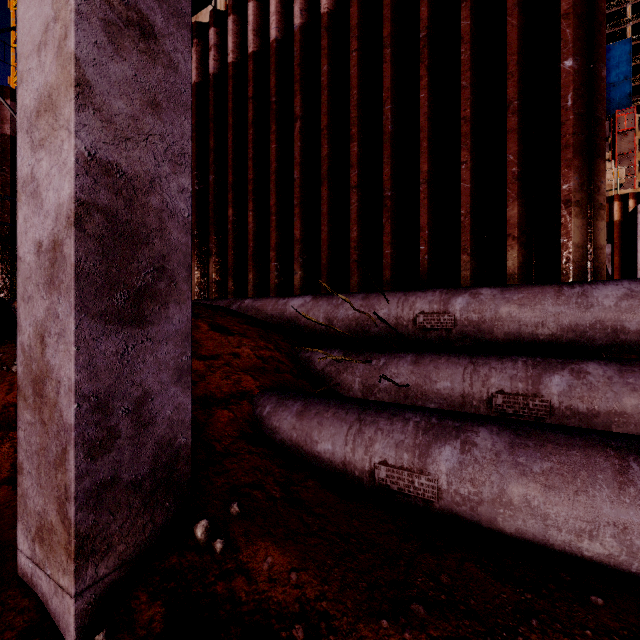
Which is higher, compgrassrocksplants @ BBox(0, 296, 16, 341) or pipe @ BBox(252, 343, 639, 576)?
compgrassrocksplants @ BBox(0, 296, 16, 341)

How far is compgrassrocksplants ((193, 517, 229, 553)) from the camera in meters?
1.7 m

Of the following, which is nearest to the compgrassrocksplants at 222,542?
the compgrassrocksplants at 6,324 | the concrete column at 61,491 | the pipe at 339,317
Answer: the concrete column at 61,491

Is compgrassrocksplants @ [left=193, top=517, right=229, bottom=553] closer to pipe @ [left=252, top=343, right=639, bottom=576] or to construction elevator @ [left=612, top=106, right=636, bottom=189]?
pipe @ [left=252, top=343, right=639, bottom=576]

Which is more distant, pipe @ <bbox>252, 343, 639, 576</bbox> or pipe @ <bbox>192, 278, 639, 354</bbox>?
pipe @ <bbox>192, 278, 639, 354</bbox>

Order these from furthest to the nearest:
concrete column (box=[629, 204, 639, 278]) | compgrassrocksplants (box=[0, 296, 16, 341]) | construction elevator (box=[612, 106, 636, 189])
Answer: construction elevator (box=[612, 106, 636, 189]) → concrete column (box=[629, 204, 639, 278]) → compgrassrocksplants (box=[0, 296, 16, 341])

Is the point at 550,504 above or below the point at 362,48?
below

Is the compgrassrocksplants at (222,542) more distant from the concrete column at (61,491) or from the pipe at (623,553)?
the pipe at (623,553)
